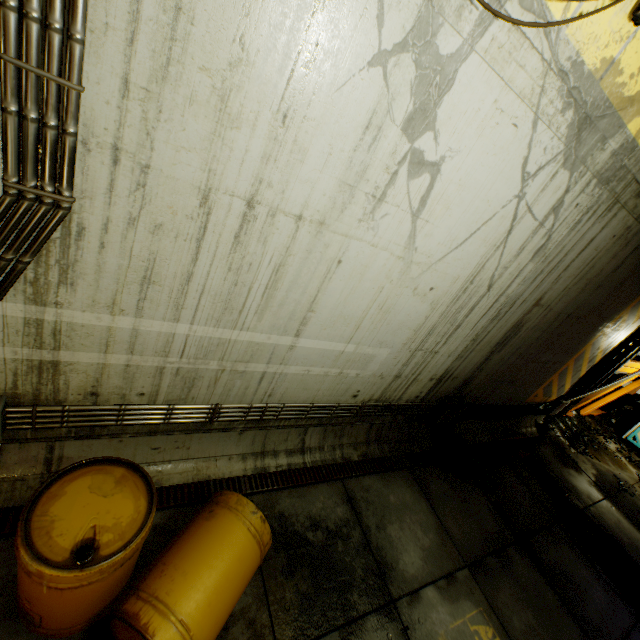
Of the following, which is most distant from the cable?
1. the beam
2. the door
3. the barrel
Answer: the barrel

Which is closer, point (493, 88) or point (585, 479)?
point (493, 88)

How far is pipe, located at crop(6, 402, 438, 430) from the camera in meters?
2.9 m

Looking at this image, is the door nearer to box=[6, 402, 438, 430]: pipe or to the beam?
the beam

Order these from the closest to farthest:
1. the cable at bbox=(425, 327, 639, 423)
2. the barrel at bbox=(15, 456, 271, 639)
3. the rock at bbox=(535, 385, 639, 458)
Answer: the barrel at bbox=(15, 456, 271, 639), the cable at bbox=(425, 327, 639, 423), the rock at bbox=(535, 385, 639, 458)

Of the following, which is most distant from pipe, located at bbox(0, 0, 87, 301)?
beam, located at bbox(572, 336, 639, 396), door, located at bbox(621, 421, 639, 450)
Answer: door, located at bbox(621, 421, 639, 450)

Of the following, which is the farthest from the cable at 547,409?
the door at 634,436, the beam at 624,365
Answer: the door at 634,436

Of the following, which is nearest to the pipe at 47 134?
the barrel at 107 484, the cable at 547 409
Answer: the cable at 547 409
